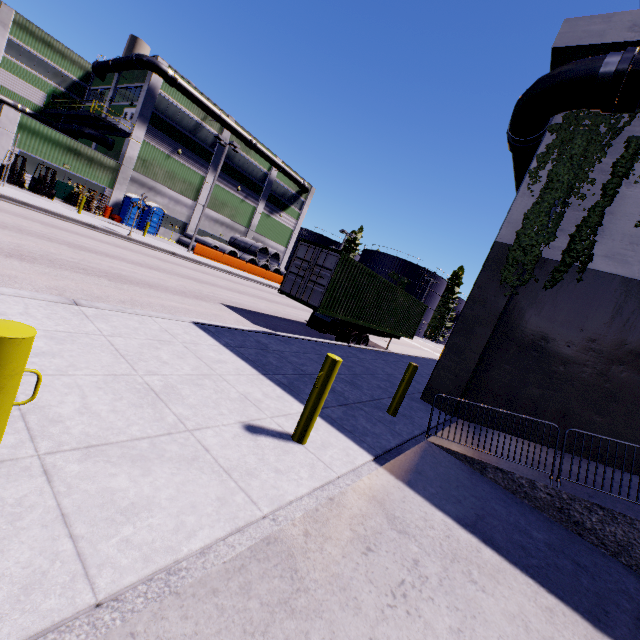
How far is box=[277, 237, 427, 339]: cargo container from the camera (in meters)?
12.17

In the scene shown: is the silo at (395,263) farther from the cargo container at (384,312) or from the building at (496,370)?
the cargo container at (384,312)

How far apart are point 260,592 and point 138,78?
41.5m

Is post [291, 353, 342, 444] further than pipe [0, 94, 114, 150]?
No

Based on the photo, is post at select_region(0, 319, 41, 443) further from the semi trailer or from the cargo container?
the semi trailer

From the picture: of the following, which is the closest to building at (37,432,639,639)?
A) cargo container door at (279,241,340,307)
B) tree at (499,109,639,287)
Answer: tree at (499,109,639,287)

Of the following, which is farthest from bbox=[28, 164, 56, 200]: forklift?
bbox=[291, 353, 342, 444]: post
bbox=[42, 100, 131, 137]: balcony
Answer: bbox=[291, 353, 342, 444]: post

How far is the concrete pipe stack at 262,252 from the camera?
37.38m
